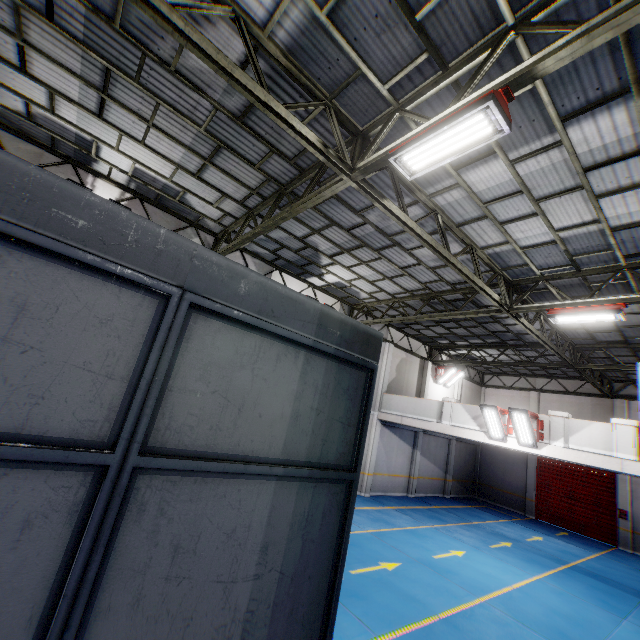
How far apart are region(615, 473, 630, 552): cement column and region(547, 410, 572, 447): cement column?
11.5m

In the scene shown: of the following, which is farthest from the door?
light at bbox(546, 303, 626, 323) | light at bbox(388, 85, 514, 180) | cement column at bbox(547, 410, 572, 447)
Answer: light at bbox(388, 85, 514, 180)

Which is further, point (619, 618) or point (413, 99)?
point (619, 618)

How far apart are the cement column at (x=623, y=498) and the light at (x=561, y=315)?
15.08m

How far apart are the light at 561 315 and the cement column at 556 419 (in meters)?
3.64

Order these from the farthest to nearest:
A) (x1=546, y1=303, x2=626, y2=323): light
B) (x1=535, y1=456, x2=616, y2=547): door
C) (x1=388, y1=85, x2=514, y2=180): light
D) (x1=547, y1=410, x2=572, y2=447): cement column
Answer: (x1=535, y1=456, x2=616, y2=547): door, (x1=547, y1=410, x2=572, y2=447): cement column, (x1=546, y1=303, x2=626, y2=323): light, (x1=388, y1=85, x2=514, y2=180): light

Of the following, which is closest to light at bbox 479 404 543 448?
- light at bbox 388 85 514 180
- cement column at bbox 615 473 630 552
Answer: light at bbox 388 85 514 180

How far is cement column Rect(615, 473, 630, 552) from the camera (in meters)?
16.99
